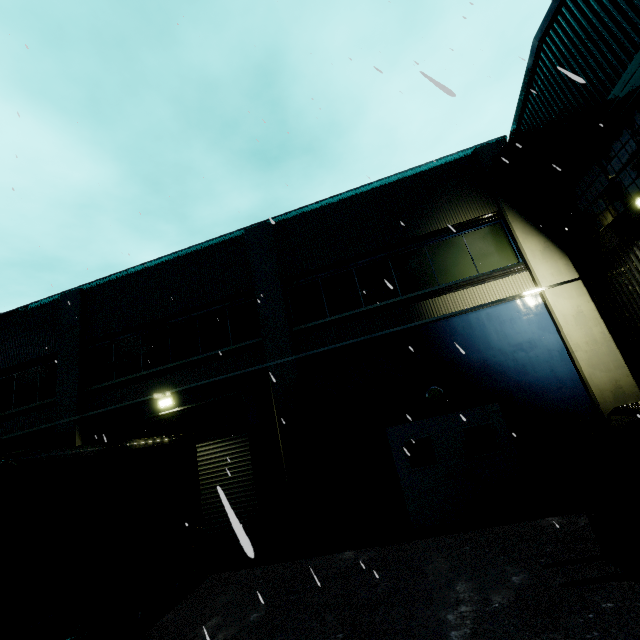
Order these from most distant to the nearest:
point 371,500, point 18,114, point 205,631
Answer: point 371,500
point 18,114
point 205,631

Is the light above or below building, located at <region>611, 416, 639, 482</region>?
above

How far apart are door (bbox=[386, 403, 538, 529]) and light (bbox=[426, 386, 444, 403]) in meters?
0.3

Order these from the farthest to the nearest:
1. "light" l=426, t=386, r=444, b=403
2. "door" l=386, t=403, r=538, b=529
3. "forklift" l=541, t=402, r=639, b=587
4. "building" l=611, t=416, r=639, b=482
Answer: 1. "light" l=426, t=386, r=444, b=403
2. "door" l=386, t=403, r=538, b=529
3. "building" l=611, t=416, r=639, b=482
4. "forklift" l=541, t=402, r=639, b=587

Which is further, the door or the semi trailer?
the door

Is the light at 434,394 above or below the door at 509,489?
above

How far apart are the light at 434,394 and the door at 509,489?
0.3 meters

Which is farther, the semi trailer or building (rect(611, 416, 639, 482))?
building (rect(611, 416, 639, 482))
